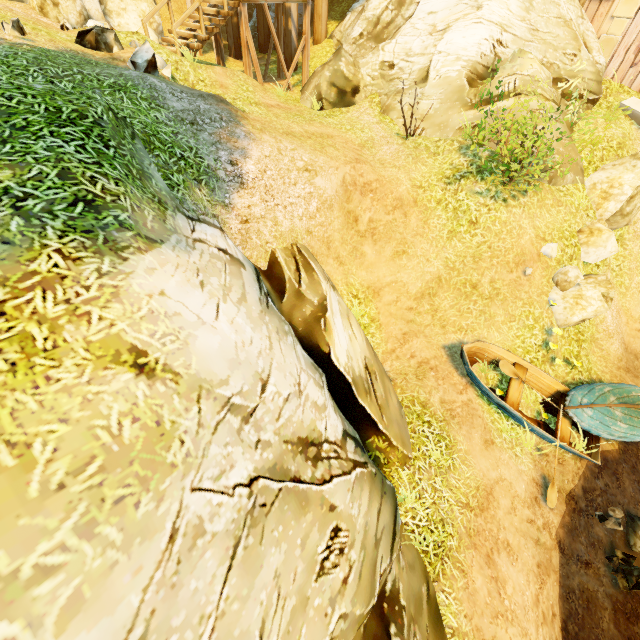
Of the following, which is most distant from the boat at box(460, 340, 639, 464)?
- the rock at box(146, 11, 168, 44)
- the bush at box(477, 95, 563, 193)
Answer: the rock at box(146, 11, 168, 44)

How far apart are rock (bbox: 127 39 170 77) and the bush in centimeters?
788cm

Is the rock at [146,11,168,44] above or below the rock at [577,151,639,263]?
above

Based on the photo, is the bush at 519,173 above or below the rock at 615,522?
above

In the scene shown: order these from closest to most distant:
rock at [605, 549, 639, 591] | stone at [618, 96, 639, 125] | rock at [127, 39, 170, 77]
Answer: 1. rock at [605, 549, 639, 591]
2. rock at [127, 39, 170, 77]
3. stone at [618, 96, 639, 125]

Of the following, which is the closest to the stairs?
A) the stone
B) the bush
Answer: the bush

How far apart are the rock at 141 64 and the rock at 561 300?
11.46m

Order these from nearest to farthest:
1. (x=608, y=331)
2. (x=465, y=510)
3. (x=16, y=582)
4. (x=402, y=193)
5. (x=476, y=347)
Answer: (x=16, y=582), (x=465, y=510), (x=476, y=347), (x=402, y=193), (x=608, y=331)
